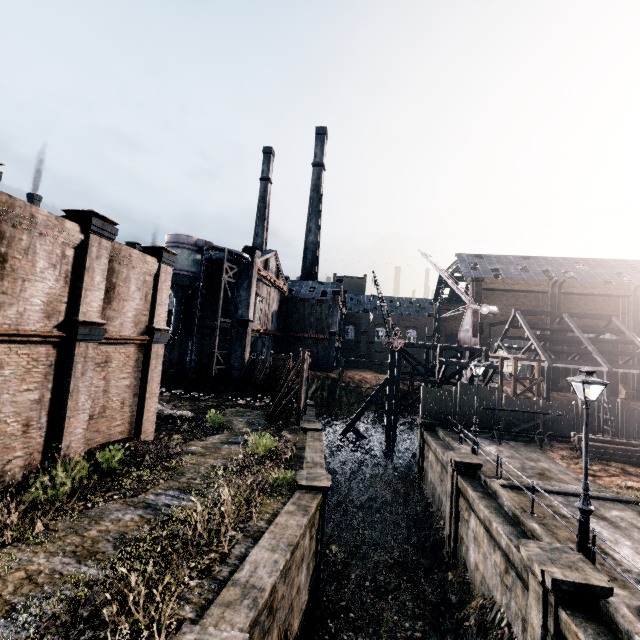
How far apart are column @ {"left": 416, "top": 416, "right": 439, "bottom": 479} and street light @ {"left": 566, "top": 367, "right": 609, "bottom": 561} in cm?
1553

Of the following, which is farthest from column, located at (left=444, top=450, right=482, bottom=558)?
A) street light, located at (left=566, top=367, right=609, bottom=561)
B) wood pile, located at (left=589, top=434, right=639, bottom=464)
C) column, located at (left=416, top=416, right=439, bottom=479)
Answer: wood pile, located at (left=589, top=434, right=639, bottom=464)

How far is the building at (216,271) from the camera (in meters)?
37.78

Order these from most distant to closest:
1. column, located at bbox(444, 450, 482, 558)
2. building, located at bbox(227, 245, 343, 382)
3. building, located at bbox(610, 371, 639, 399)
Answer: building, located at bbox(610, 371, 639, 399), building, located at bbox(227, 245, 343, 382), column, located at bbox(444, 450, 482, 558)

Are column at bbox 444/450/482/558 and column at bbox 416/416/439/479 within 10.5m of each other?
yes

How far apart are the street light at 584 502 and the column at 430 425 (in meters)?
15.53

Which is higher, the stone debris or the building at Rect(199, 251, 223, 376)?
the building at Rect(199, 251, 223, 376)

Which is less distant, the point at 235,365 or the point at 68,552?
the point at 68,552
